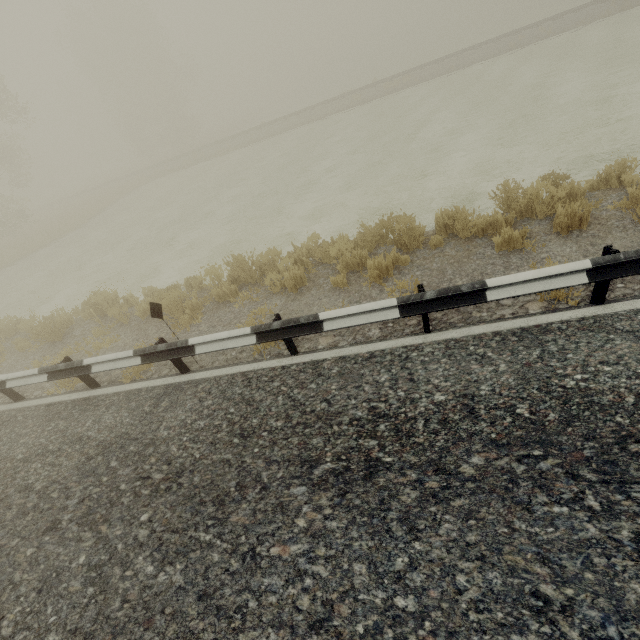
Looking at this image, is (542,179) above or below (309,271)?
above
